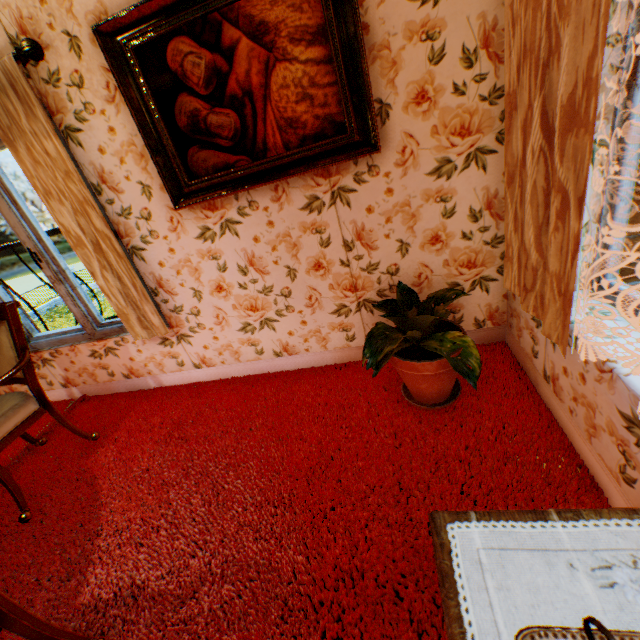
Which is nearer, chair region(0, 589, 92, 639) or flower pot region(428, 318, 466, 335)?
chair region(0, 589, 92, 639)

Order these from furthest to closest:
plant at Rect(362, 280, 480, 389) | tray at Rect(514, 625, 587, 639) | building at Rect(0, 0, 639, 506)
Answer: plant at Rect(362, 280, 480, 389) → building at Rect(0, 0, 639, 506) → tray at Rect(514, 625, 587, 639)

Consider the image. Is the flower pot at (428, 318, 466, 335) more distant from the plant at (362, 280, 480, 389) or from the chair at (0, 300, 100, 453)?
the chair at (0, 300, 100, 453)

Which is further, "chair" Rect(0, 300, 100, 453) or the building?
"chair" Rect(0, 300, 100, 453)

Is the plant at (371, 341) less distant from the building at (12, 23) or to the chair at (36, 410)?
the building at (12, 23)

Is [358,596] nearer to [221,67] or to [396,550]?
[396,550]

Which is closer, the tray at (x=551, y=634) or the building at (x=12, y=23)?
the tray at (x=551, y=634)

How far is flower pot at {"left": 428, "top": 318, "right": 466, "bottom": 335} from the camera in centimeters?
196cm
